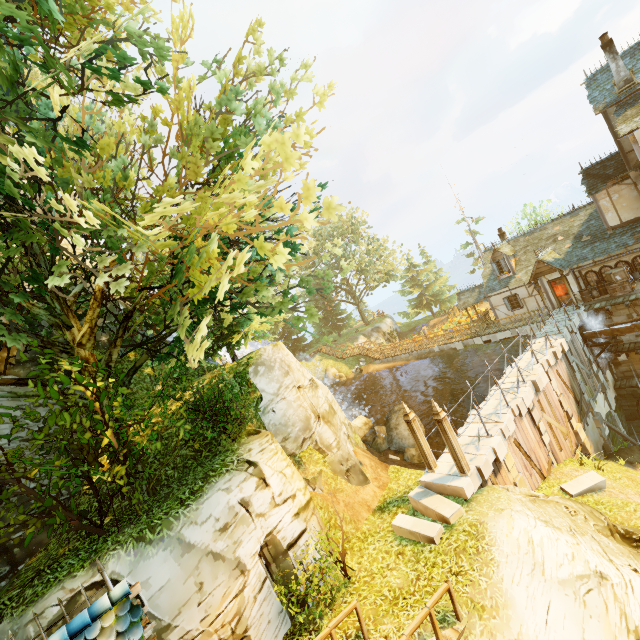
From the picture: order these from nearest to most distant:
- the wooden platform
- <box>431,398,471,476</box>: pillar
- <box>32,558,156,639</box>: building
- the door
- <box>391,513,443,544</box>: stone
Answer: <box>32,558,156,639</box>: building → the wooden platform → <box>391,513,443,544</box>: stone → <box>431,398,471,476</box>: pillar → the door

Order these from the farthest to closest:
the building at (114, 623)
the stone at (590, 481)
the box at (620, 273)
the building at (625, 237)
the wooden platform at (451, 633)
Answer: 1. the box at (620, 273)
2. the building at (625, 237)
3. the stone at (590, 481)
4. the wooden platform at (451, 633)
5. the building at (114, 623)

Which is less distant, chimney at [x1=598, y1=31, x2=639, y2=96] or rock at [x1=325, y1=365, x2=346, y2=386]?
chimney at [x1=598, y1=31, x2=639, y2=96]

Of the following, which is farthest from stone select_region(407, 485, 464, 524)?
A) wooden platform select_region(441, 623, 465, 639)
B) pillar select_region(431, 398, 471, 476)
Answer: wooden platform select_region(441, 623, 465, 639)

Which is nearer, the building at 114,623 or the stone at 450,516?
the building at 114,623

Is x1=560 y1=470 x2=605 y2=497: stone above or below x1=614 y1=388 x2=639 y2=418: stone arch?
above

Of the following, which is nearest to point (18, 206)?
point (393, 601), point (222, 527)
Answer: point (222, 527)

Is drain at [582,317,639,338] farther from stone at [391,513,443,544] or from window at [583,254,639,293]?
stone at [391,513,443,544]
